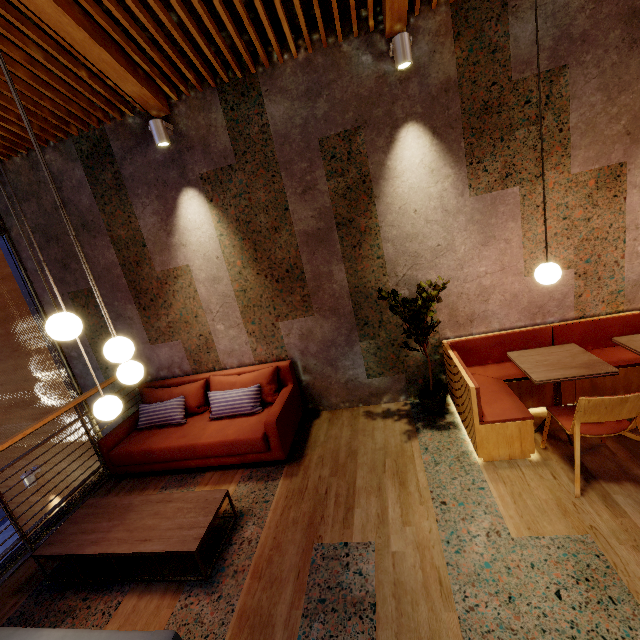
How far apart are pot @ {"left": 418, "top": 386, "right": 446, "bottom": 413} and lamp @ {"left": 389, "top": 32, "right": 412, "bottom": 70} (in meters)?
3.48

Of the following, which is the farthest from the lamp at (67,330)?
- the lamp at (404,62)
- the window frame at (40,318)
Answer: the lamp at (404,62)

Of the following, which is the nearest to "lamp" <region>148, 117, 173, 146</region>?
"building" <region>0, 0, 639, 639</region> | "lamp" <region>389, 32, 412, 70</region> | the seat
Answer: "building" <region>0, 0, 639, 639</region>

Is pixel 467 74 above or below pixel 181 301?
above

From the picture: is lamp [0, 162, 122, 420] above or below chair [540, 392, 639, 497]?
above

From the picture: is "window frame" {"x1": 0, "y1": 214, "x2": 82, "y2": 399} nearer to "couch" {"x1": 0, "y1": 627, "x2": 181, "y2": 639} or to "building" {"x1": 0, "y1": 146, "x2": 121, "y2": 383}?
"building" {"x1": 0, "y1": 146, "x2": 121, "y2": 383}

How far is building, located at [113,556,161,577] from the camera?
2.7 meters

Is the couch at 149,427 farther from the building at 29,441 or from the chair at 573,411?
the chair at 573,411
